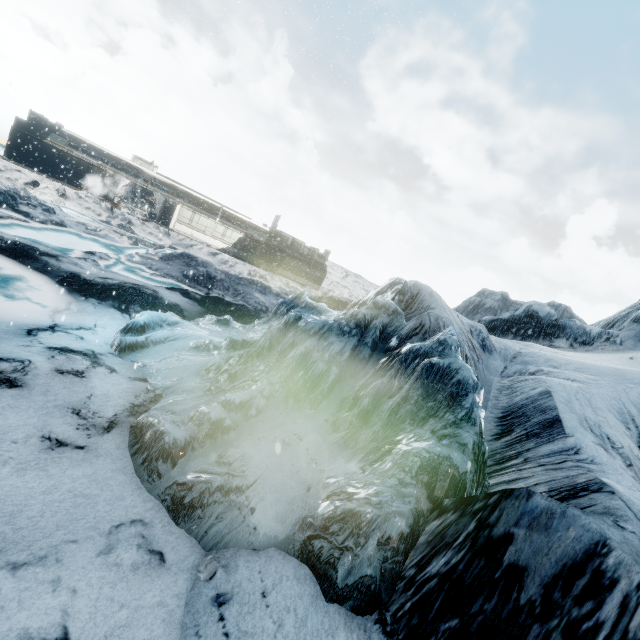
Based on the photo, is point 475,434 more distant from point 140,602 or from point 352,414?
point 140,602
